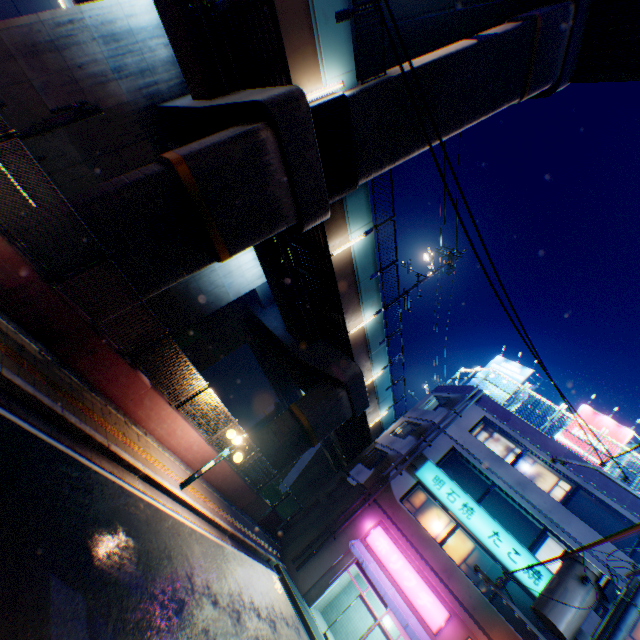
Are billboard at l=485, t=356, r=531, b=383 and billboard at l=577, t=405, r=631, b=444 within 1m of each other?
no

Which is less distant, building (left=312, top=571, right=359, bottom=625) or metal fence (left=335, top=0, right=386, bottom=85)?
metal fence (left=335, top=0, right=386, bottom=85)

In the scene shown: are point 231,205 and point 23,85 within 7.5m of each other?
no

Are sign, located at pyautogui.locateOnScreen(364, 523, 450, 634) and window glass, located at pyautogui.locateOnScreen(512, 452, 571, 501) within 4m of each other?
no

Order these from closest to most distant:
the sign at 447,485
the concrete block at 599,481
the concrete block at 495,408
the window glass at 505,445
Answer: the sign at 447,485 < the concrete block at 599,481 < the concrete block at 495,408 < the window glass at 505,445

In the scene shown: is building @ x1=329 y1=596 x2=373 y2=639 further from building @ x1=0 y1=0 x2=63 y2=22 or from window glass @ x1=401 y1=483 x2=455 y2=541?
building @ x1=0 y1=0 x2=63 y2=22

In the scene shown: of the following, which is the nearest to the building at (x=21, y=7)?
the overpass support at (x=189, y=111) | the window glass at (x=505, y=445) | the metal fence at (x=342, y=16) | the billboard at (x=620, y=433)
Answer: the overpass support at (x=189, y=111)

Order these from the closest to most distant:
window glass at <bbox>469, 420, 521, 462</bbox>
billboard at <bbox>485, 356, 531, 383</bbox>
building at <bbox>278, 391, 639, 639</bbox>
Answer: building at <bbox>278, 391, 639, 639</bbox> < window glass at <bbox>469, 420, 521, 462</bbox> < billboard at <bbox>485, 356, 531, 383</bbox>
